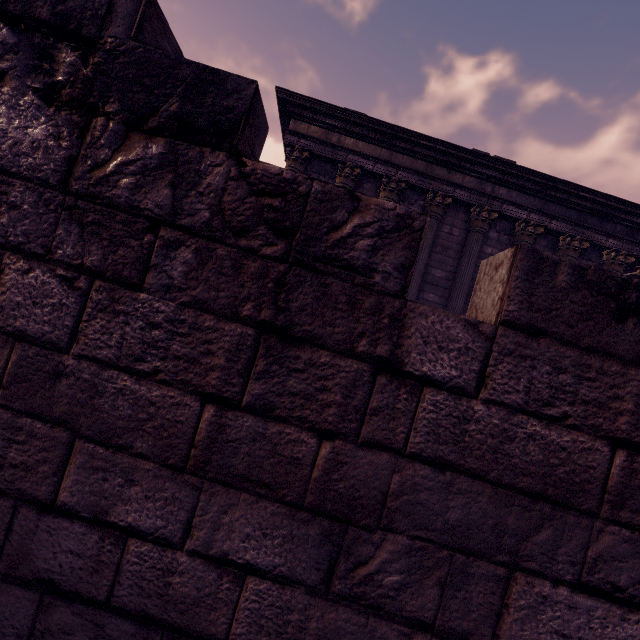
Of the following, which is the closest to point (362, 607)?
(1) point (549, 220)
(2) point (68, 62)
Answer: (2) point (68, 62)
